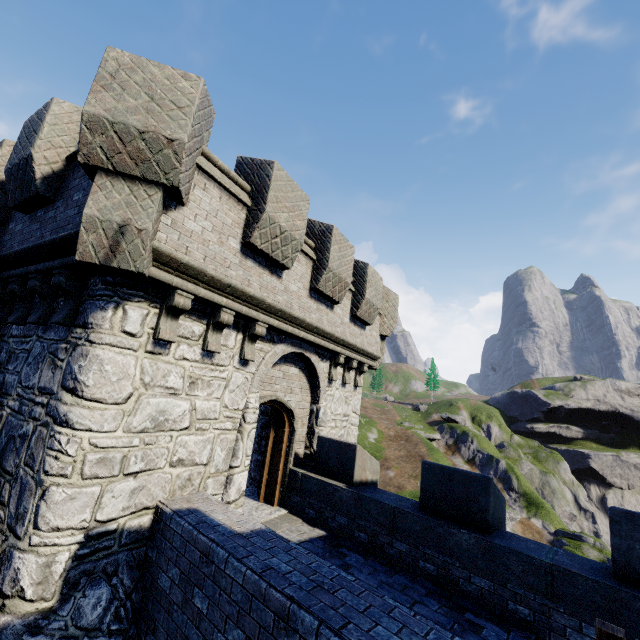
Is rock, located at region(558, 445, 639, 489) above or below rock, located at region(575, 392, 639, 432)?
below

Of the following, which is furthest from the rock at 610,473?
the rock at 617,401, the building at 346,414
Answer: the building at 346,414

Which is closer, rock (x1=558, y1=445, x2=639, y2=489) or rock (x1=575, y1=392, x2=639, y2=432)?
rock (x1=558, y1=445, x2=639, y2=489)

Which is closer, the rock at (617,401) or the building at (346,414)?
the building at (346,414)

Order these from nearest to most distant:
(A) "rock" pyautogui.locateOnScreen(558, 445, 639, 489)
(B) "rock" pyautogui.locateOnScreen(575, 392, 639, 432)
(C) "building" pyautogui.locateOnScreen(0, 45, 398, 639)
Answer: (C) "building" pyautogui.locateOnScreen(0, 45, 398, 639) < (A) "rock" pyautogui.locateOnScreen(558, 445, 639, 489) < (B) "rock" pyautogui.locateOnScreen(575, 392, 639, 432)

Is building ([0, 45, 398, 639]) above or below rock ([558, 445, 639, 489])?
above

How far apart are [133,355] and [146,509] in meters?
2.5

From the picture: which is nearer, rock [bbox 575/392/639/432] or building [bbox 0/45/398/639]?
building [bbox 0/45/398/639]
